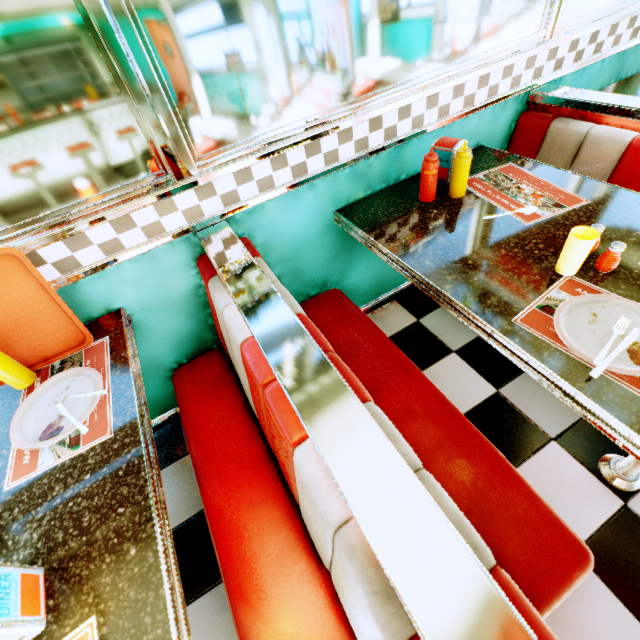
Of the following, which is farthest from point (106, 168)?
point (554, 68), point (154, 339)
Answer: point (554, 68)

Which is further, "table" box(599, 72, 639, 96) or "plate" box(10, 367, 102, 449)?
"table" box(599, 72, 639, 96)

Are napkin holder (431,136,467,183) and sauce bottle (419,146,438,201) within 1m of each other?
yes

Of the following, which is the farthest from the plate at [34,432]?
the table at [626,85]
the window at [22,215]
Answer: the table at [626,85]

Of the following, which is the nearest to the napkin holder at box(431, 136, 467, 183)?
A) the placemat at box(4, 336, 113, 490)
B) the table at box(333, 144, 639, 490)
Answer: the table at box(333, 144, 639, 490)

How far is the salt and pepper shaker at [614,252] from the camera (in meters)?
1.03

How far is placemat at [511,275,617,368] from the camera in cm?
96

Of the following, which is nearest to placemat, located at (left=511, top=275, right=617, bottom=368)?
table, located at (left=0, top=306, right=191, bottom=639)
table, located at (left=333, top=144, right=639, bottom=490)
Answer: table, located at (left=333, top=144, right=639, bottom=490)
